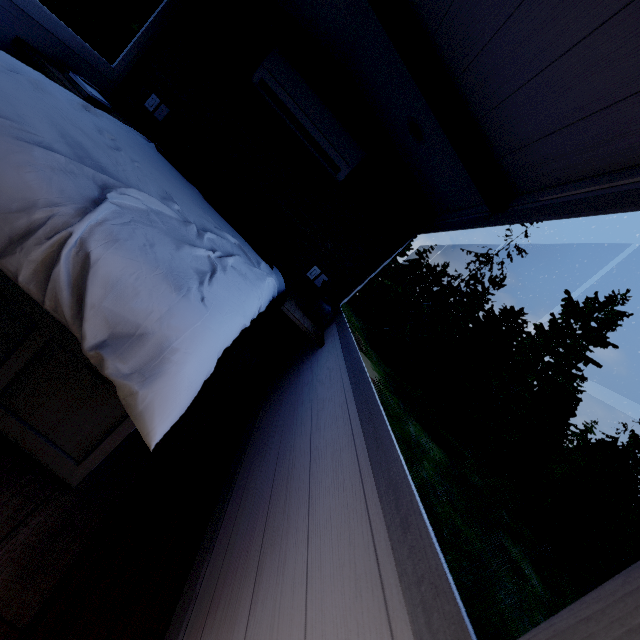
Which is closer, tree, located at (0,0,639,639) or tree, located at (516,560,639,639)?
tree, located at (516,560,639,639)

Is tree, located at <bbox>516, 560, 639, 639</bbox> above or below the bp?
below

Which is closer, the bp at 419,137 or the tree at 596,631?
the tree at 596,631

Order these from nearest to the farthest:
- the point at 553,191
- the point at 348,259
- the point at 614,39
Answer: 1. the point at 614,39
2. the point at 553,191
3. the point at 348,259

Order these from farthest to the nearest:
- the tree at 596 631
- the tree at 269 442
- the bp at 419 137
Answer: the bp at 419 137 → the tree at 269 442 → the tree at 596 631

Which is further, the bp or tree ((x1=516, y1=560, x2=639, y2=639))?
the bp

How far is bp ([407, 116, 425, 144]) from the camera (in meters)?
2.17
